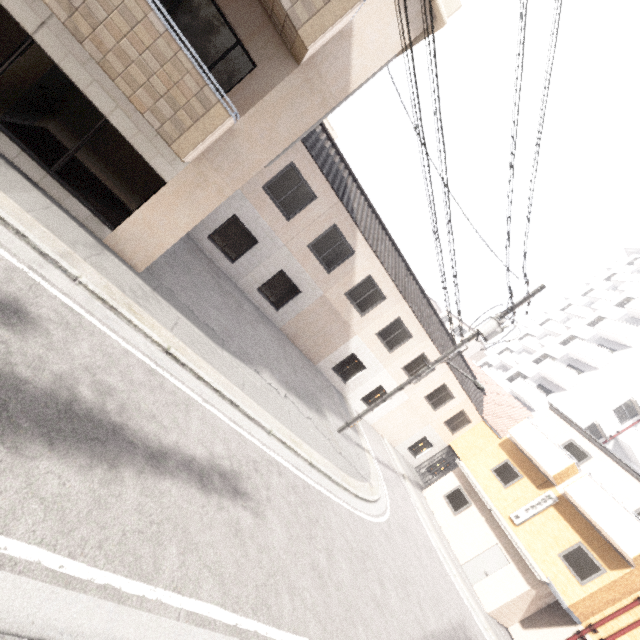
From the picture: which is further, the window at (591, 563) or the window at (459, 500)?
the window at (459, 500)

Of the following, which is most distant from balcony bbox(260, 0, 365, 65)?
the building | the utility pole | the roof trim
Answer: the building

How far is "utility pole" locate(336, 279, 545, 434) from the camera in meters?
11.6 m

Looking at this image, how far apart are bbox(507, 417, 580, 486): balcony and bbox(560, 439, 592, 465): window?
0.2 meters

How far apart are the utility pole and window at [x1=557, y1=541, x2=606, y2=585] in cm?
1026

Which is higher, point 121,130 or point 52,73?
point 121,130

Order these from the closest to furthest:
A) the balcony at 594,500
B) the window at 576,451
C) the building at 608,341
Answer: the balcony at 594,500
the window at 576,451
the building at 608,341

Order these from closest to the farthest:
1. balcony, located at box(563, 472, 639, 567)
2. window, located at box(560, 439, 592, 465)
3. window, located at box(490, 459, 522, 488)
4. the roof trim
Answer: the roof trim, balcony, located at box(563, 472, 639, 567), window, located at box(560, 439, 592, 465), window, located at box(490, 459, 522, 488)
